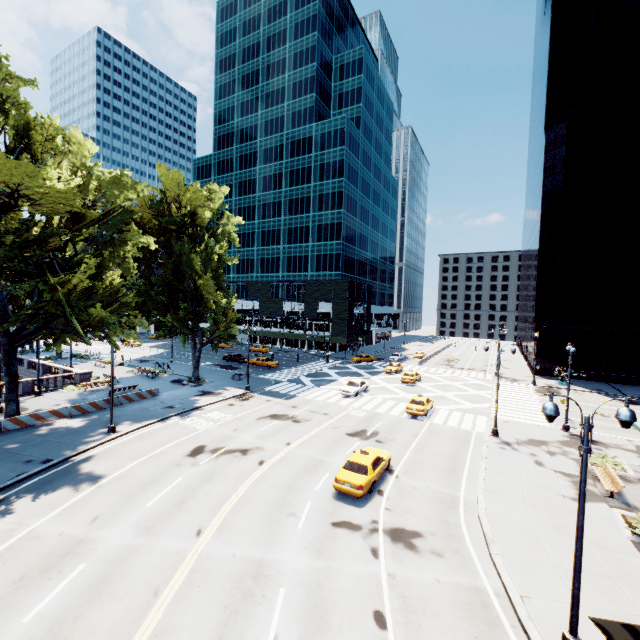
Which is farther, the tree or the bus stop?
the tree

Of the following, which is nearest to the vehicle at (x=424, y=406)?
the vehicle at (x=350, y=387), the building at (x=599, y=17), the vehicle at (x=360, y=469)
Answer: the vehicle at (x=350, y=387)

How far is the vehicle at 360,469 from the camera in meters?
16.4 m

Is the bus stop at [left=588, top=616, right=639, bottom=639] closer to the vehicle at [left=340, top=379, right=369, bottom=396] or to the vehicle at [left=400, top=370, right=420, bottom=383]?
the vehicle at [left=340, top=379, right=369, bottom=396]

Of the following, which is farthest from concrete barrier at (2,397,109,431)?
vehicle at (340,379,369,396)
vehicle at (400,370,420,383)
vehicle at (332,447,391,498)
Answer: vehicle at (400,370,420,383)

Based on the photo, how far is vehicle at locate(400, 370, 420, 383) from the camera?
42.6 meters

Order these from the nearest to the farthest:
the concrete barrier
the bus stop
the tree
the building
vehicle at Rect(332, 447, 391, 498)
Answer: the bus stop
vehicle at Rect(332, 447, 391, 498)
the tree
the concrete barrier
the building

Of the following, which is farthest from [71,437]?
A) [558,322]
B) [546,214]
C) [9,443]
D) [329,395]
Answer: [546,214]
